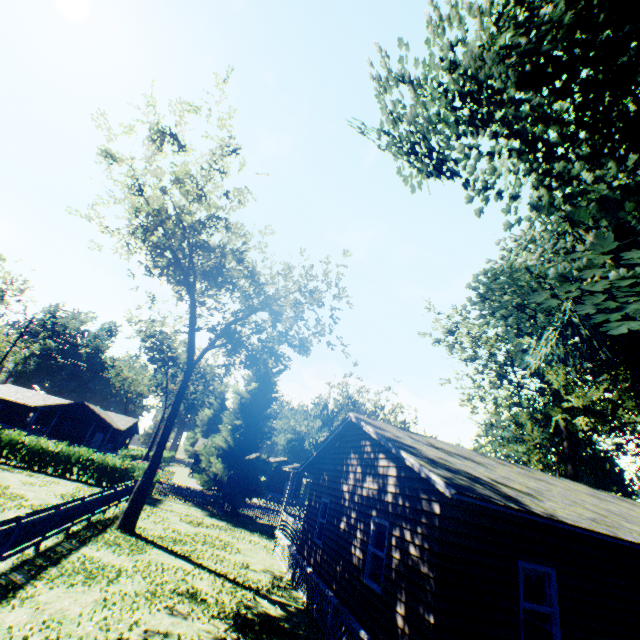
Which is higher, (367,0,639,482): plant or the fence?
(367,0,639,482): plant

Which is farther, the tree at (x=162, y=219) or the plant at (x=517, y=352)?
the tree at (x=162, y=219)

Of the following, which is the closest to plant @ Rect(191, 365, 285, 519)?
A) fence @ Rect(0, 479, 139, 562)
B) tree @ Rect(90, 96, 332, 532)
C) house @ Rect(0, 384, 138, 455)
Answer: fence @ Rect(0, 479, 139, 562)

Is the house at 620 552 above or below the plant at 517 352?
below

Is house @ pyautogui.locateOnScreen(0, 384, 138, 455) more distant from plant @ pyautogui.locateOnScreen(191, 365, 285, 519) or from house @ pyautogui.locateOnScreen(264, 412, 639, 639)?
house @ pyautogui.locateOnScreen(264, 412, 639, 639)

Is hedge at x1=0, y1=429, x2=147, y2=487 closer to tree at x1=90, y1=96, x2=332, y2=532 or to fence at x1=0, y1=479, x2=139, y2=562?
fence at x1=0, y1=479, x2=139, y2=562

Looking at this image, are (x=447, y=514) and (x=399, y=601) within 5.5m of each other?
yes

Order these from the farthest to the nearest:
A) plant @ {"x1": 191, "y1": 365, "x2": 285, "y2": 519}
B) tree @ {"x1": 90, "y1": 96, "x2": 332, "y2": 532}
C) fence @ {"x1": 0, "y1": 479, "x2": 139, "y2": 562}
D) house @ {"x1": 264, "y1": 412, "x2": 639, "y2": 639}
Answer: plant @ {"x1": 191, "y1": 365, "x2": 285, "y2": 519}
tree @ {"x1": 90, "y1": 96, "x2": 332, "y2": 532}
fence @ {"x1": 0, "y1": 479, "x2": 139, "y2": 562}
house @ {"x1": 264, "y1": 412, "x2": 639, "y2": 639}
